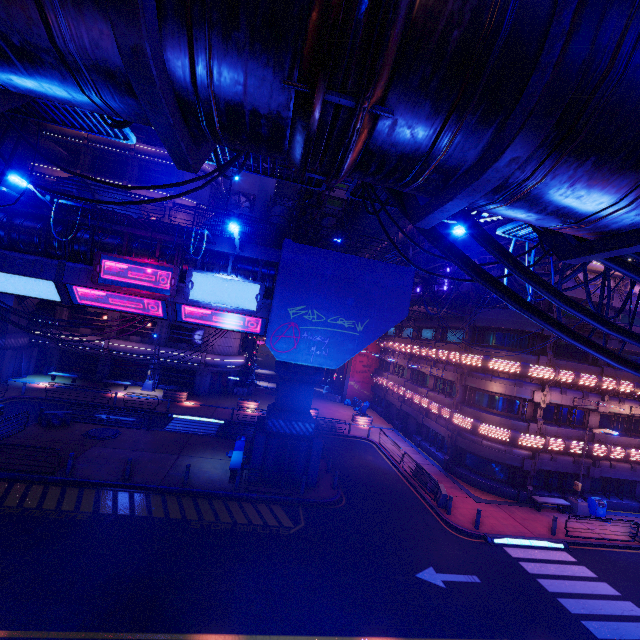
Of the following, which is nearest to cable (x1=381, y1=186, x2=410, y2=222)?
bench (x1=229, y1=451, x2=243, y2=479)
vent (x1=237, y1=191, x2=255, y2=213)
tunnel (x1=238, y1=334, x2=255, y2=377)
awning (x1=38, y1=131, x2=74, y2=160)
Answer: bench (x1=229, y1=451, x2=243, y2=479)

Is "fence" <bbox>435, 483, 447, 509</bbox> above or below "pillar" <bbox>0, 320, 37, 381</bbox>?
below

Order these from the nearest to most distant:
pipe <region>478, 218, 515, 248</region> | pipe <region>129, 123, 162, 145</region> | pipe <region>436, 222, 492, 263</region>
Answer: pipe <region>478, 218, 515, 248</region>
pipe <region>436, 222, 492, 263</region>
pipe <region>129, 123, 162, 145</region>

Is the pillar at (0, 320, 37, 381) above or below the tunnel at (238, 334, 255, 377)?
below

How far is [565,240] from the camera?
3.0 meters

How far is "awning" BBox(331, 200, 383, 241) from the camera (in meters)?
24.92

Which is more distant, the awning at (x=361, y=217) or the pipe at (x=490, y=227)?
the awning at (x=361, y=217)

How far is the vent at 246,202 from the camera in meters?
46.4
